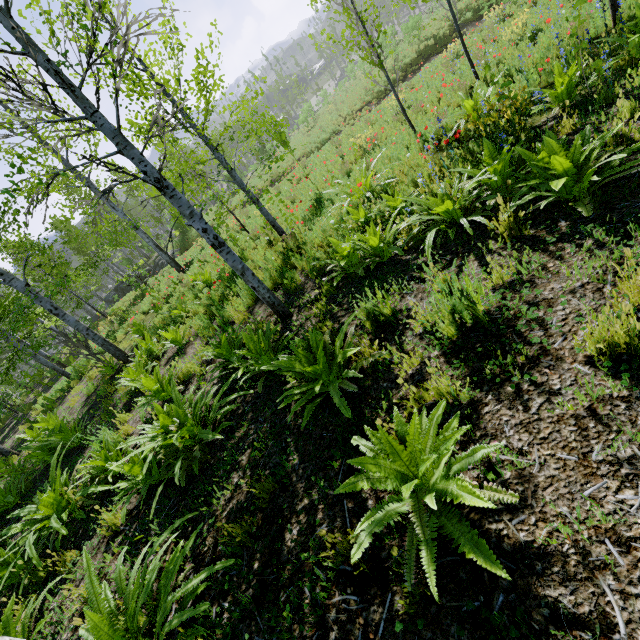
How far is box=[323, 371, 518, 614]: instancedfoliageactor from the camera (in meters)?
1.54

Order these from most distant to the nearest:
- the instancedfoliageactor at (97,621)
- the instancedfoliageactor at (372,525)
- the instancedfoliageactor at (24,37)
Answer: the instancedfoliageactor at (24,37) → the instancedfoliageactor at (97,621) → the instancedfoliageactor at (372,525)

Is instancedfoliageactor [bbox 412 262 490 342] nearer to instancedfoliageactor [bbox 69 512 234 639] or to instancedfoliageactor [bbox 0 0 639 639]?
instancedfoliageactor [bbox 0 0 639 639]

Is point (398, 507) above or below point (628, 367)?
above

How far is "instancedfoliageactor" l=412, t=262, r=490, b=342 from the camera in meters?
2.6 m

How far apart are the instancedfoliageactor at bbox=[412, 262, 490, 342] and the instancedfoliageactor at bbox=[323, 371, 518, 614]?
0.8 meters

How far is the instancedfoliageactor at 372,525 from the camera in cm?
154

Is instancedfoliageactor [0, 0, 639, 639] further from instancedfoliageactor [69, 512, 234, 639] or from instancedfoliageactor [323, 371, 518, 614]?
instancedfoliageactor [323, 371, 518, 614]
